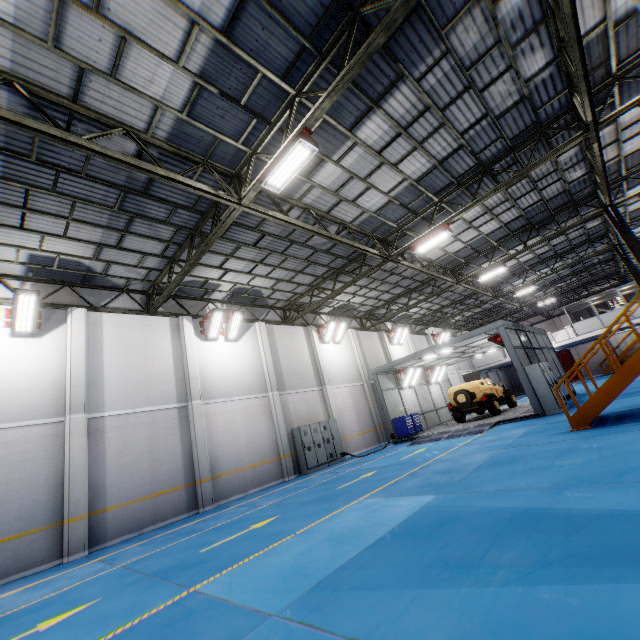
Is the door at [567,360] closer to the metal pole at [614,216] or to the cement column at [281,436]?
the metal pole at [614,216]

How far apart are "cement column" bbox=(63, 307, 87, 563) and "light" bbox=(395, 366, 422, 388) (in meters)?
16.57

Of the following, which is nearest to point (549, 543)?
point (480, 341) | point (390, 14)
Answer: point (390, 14)

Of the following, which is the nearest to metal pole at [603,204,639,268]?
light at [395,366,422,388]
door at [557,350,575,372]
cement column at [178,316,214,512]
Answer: light at [395,366,422,388]

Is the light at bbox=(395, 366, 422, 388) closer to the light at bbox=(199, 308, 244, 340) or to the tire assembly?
the tire assembly

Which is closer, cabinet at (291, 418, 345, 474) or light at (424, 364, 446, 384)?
cabinet at (291, 418, 345, 474)

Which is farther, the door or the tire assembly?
the door

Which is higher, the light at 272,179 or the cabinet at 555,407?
the light at 272,179
